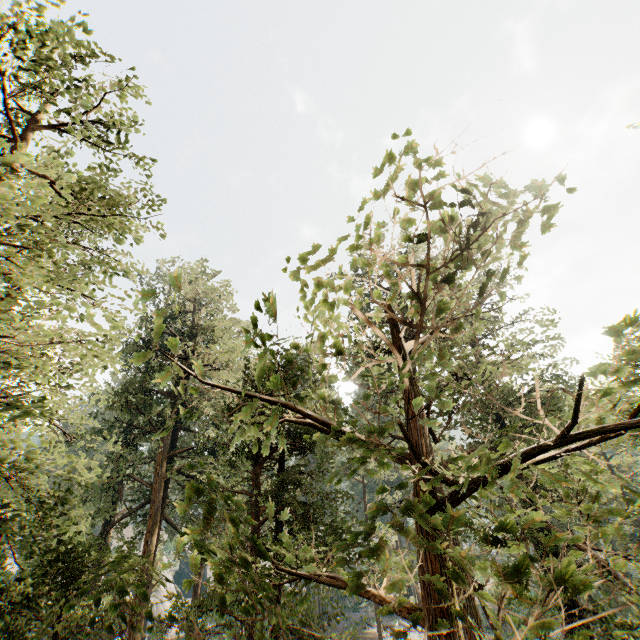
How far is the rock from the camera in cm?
4572

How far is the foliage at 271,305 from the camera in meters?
1.9

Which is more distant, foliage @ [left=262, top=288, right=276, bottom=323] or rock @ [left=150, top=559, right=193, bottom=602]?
rock @ [left=150, top=559, right=193, bottom=602]

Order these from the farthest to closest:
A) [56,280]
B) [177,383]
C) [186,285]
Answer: [186,285] < [177,383] < [56,280]

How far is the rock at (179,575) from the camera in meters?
45.7

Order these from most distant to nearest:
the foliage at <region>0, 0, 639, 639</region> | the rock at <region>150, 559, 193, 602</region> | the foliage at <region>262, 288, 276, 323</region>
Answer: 1. the rock at <region>150, 559, 193, 602</region>
2. the foliage at <region>262, 288, 276, 323</region>
3. the foliage at <region>0, 0, 639, 639</region>

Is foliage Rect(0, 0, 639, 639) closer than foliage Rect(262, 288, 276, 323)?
Yes
